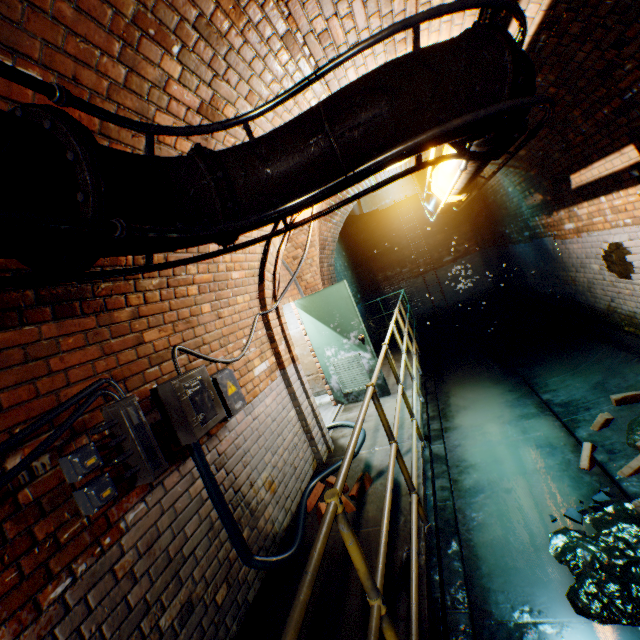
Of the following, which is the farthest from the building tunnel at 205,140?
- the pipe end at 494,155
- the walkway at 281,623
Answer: the pipe end at 494,155

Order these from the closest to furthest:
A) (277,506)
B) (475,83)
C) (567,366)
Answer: (475,83) → (277,506) → (567,366)

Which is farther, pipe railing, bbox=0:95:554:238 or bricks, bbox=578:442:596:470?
bricks, bbox=578:442:596:470

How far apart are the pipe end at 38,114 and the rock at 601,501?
4.5m

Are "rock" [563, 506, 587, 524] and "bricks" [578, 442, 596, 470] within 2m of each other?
yes

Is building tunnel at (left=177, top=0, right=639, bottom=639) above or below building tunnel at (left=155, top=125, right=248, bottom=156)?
below

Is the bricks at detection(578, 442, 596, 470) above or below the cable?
below

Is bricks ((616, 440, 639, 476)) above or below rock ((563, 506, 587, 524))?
above
